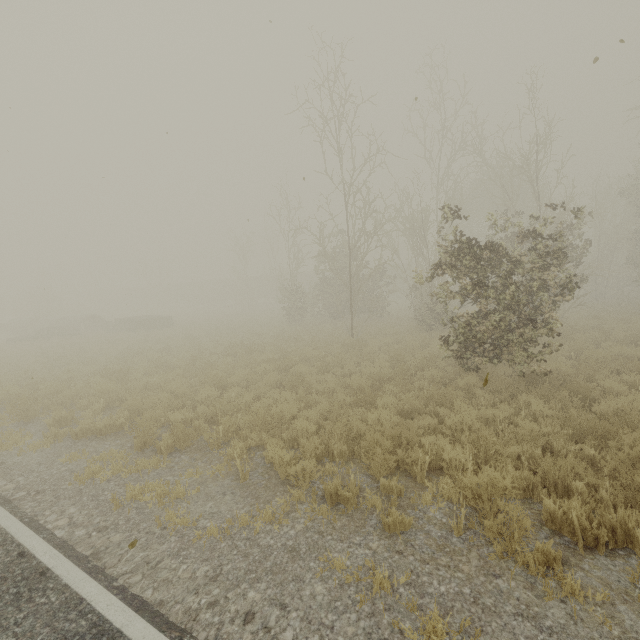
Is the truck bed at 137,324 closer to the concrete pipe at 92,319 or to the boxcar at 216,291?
the concrete pipe at 92,319

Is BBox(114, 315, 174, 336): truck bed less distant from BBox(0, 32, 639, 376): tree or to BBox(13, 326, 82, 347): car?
BBox(13, 326, 82, 347): car

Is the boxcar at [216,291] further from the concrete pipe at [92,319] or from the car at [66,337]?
the car at [66,337]

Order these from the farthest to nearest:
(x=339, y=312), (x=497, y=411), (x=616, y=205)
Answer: (x=616, y=205), (x=339, y=312), (x=497, y=411)

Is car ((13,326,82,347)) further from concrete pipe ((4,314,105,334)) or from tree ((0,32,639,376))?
tree ((0,32,639,376))

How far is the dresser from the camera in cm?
2706

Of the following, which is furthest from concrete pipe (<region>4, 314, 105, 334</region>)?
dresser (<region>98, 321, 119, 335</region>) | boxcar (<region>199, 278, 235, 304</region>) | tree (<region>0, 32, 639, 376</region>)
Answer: boxcar (<region>199, 278, 235, 304</region>)

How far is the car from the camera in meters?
23.6
